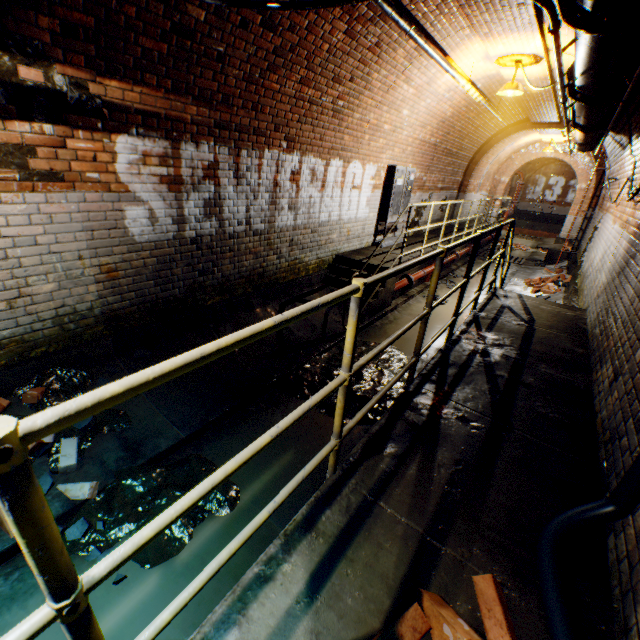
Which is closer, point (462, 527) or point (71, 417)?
point (71, 417)

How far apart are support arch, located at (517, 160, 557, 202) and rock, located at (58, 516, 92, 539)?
33.79m

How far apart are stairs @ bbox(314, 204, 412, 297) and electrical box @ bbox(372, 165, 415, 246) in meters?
1.5 m

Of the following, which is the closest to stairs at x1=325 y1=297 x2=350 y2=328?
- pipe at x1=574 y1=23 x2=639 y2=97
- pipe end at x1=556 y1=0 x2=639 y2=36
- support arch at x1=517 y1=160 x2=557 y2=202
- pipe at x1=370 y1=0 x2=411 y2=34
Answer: pipe at x1=370 y1=0 x2=411 y2=34

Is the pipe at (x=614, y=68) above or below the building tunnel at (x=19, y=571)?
above

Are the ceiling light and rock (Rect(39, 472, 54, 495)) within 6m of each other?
no

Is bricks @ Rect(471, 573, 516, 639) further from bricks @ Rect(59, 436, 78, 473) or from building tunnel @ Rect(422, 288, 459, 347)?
bricks @ Rect(59, 436, 78, 473)

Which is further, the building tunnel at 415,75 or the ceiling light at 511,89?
the ceiling light at 511,89
